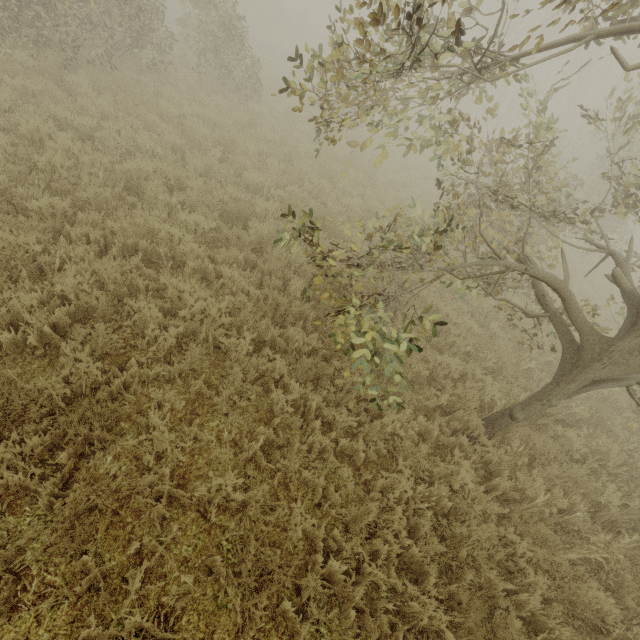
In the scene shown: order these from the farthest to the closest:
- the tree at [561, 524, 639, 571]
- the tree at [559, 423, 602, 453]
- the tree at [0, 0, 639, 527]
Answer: the tree at [559, 423, 602, 453] → the tree at [561, 524, 639, 571] → the tree at [0, 0, 639, 527]

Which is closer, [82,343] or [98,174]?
[82,343]

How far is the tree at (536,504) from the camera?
4.3 meters

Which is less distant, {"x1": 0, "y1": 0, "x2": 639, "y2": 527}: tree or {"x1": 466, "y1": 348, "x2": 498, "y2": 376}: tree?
{"x1": 0, "y1": 0, "x2": 639, "y2": 527}: tree

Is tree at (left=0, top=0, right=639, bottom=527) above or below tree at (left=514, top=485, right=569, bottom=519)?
above

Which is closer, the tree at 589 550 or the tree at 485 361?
the tree at 589 550
